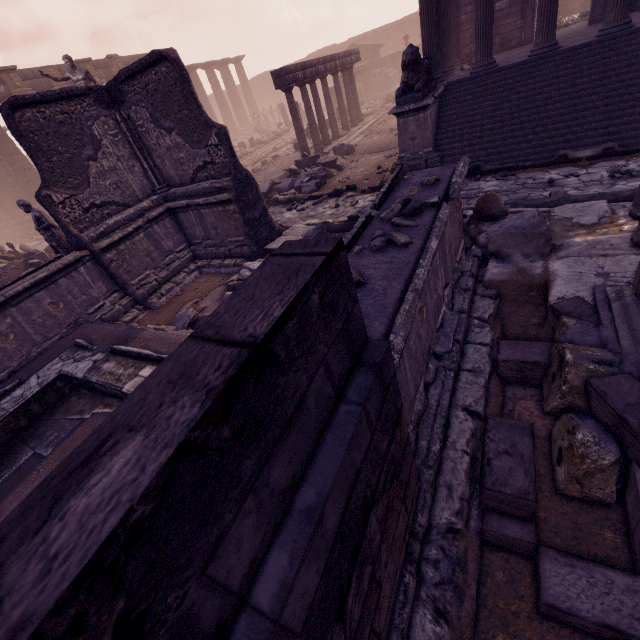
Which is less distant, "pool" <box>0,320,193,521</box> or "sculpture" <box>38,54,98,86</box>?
"pool" <box>0,320,193,521</box>

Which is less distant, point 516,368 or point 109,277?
point 516,368

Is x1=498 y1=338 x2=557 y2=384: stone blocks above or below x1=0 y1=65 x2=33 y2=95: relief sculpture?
below

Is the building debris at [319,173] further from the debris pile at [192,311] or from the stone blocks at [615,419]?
the stone blocks at [615,419]

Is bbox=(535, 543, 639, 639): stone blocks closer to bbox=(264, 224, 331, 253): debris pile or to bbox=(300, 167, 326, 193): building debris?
bbox=(264, 224, 331, 253): debris pile

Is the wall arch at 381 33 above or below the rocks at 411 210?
above

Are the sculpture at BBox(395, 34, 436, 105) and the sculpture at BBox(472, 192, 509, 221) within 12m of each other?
yes

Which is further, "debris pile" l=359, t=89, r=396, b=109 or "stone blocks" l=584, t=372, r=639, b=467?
"debris pile" l=359, t=89, r=396, b=109
